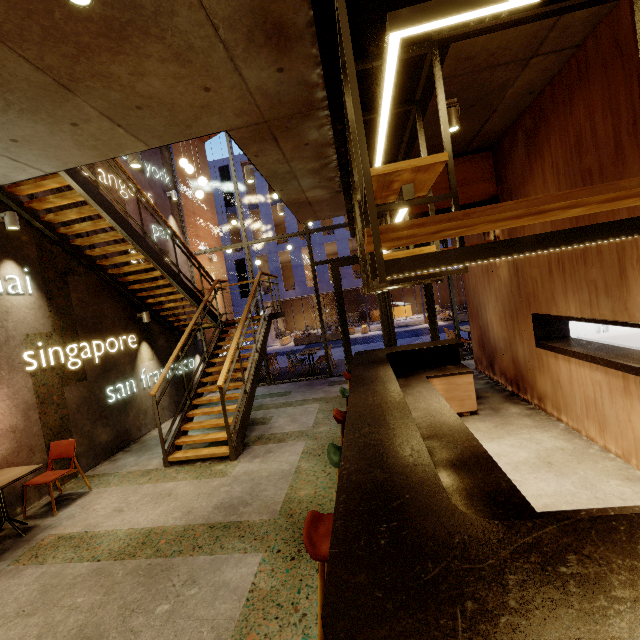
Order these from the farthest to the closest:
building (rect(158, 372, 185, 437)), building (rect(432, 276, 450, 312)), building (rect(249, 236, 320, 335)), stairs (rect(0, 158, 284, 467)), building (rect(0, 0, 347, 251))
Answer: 1. building (rect(432, 276, 450, 312))
2. building (rect(249, 236, 320, 335))
3. building (rect(158, 372, 185, 437))
4. stairs (rect(0, 158, 284, 467))
5. building (rect(0, 0, 347, 251))

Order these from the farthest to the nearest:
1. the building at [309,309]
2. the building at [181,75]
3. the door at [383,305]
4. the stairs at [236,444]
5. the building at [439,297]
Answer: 1. the building at [439,297]
2. the building at [309,309]
3. the door at [383,305]
4. the stairs at [236,444]
5. the building at [181,75]

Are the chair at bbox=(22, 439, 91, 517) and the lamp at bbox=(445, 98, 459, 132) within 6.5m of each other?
no

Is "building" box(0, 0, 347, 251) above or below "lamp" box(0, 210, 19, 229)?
above

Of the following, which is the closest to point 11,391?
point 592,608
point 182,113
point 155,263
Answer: point 155,263

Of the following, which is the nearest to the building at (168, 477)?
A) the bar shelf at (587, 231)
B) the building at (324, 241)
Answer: the bar shelf at (587, 231)

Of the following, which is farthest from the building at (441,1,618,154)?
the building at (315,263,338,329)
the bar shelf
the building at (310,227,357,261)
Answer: the building at (315,263,338,329)

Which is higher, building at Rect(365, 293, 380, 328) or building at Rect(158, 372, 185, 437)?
building at Rect(365, 293, 380, 328)
